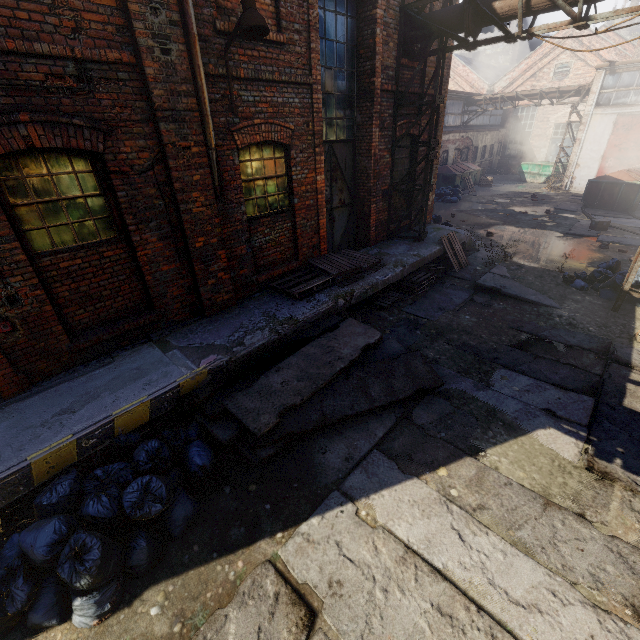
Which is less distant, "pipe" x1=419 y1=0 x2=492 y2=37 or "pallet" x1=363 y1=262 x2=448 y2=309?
"pipe" x1=419 y1=0 x2=492 y2=37

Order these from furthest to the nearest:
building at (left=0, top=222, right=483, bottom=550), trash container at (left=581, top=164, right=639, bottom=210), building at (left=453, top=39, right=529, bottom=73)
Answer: building at (left=453, top=39, right=529, bottom=73) → trash container at (left=581, top=164, right=639, bottom=210) → building at (left=0, top=222, right=483, bottom=550)

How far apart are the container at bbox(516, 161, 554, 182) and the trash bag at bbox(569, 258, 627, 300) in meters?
20.1

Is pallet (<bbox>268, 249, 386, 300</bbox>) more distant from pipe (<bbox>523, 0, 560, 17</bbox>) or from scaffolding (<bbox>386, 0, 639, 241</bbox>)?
pipe (<bbox>523, 0, 560, 17</bbox>)

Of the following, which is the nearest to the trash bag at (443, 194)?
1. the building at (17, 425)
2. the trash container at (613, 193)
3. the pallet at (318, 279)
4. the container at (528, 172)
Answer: the building at (17, 425)

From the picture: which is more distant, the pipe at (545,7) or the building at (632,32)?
the building at (632,32)

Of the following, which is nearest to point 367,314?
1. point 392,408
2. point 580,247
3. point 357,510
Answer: point 392,408

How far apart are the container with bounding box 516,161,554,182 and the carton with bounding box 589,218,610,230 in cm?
1395
